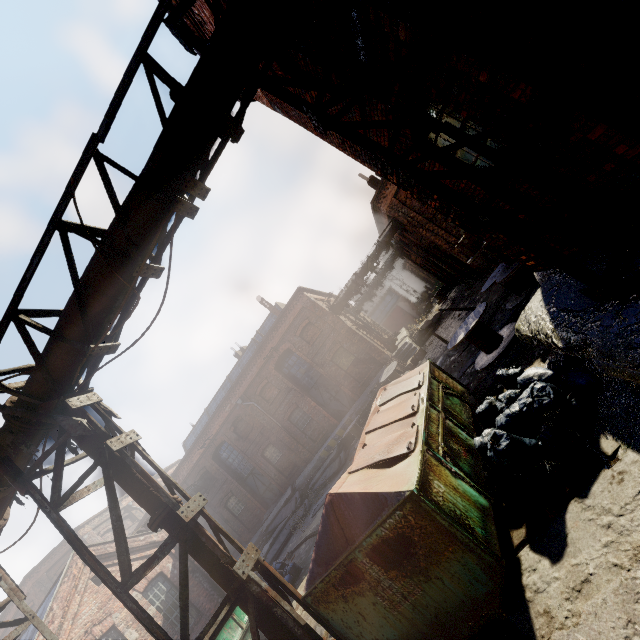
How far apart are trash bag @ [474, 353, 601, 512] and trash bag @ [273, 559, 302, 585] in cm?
856

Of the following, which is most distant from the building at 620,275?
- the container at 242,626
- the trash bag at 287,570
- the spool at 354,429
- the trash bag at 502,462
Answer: the spool at 354,429

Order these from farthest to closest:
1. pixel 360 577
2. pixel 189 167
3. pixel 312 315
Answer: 1. pixel 312 315
2. pixel 189 167
3. pixel 360 577

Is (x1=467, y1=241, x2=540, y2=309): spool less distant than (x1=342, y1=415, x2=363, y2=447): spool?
Yes

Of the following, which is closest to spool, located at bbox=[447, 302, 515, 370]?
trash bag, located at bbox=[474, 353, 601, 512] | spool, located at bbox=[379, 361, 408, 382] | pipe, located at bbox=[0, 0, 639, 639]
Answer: trash bag, located at bbox=[474, 353, 601, 512]

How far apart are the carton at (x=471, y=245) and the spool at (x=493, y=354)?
1.23m

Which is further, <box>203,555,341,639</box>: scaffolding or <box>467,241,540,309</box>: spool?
<box>467,241,540,309</box>: spool

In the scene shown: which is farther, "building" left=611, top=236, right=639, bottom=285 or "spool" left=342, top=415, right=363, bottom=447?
"spool" left=342, top=415, right=363, bottom=447
